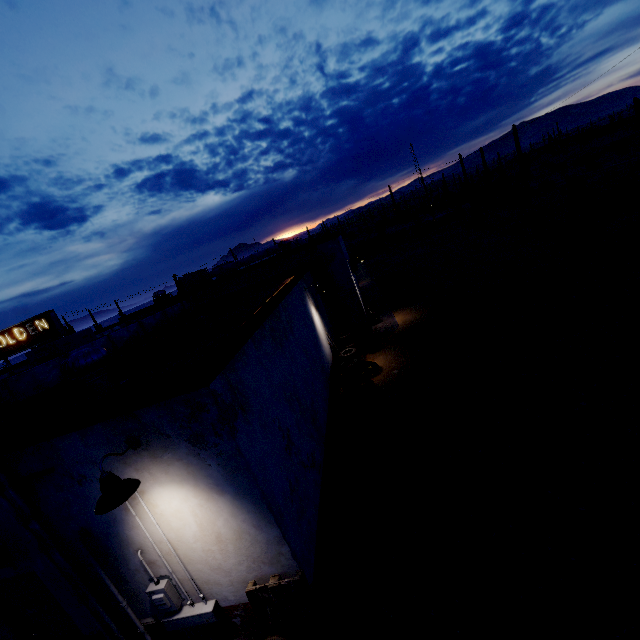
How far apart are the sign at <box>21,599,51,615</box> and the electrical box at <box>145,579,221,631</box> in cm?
196

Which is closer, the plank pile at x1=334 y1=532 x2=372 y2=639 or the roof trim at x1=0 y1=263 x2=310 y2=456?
the roof trim at x1=0 y1=263 x2=310 y2=456

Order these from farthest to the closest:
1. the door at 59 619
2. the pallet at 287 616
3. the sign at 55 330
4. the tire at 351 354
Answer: the sign at 55 330 < the tire at 351 354 < the door at 59 619 < the pallet at 287 616

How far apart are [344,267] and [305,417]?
8.73m

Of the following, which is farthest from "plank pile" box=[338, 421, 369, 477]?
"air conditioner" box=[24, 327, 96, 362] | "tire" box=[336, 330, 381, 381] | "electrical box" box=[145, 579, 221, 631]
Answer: "air conditioner" box=[24, 327, 96, 362]

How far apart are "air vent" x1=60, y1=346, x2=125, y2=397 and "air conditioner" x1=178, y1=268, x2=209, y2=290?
14.0m

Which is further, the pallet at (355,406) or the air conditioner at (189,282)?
the air conditioner at (189,282)

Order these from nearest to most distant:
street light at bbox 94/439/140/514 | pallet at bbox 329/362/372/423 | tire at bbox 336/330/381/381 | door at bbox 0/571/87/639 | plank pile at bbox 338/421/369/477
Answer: street light at bbox 94/439/140/514 → door at bbox 0/571/87/639 → plank pile at bbox 338/421/369/477 → pallet at bbox 329/362/372/423 → tire at bbox 336/330/381/381
